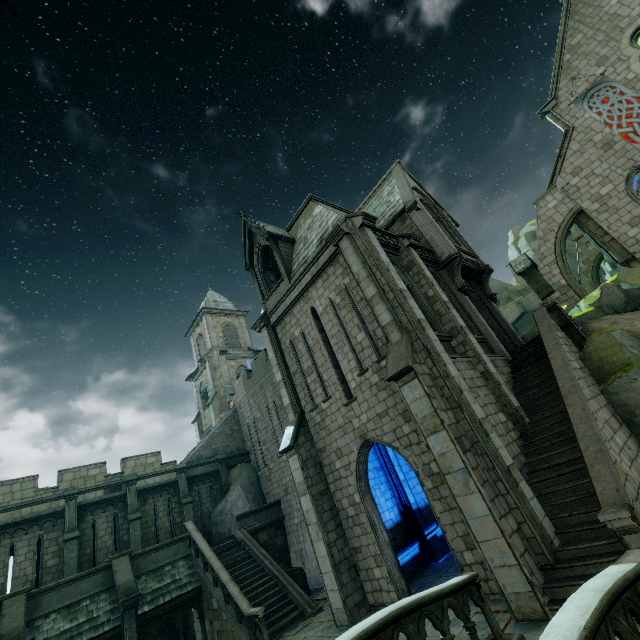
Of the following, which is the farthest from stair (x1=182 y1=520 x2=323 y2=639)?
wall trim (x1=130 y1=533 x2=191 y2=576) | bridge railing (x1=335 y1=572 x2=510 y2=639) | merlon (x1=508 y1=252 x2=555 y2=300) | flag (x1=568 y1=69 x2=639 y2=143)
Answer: flag (x1=568 y1=69 x2=639 y2=143)

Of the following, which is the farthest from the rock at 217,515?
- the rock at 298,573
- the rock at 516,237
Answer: the rock at 516,237

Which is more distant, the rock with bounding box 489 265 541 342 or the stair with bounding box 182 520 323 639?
the rock with bounding box 489 265 541 342

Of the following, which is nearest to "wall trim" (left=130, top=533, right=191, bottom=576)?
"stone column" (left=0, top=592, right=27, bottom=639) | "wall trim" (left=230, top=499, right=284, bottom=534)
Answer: "wall trim" (left=230, top=499, right=284, bottom=534)

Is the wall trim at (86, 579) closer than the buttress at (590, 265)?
Yes

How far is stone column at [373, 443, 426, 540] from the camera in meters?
14.2 m

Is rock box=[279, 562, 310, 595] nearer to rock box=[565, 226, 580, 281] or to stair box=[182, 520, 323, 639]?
stair box=[182, 520, 323, 639]

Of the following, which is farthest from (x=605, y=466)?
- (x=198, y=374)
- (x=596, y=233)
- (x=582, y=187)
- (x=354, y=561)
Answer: (x=198, y=374)
